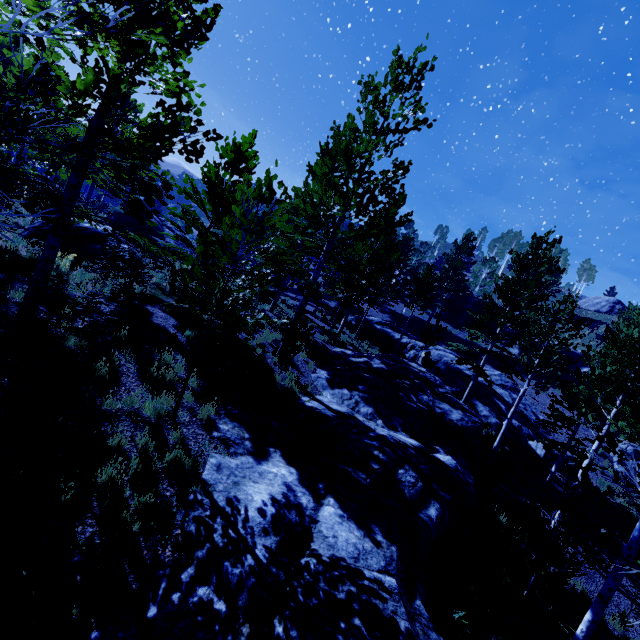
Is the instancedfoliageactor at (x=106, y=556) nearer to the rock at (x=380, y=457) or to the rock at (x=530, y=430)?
the rock at (x=380, y=457)

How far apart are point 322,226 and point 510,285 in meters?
11.8

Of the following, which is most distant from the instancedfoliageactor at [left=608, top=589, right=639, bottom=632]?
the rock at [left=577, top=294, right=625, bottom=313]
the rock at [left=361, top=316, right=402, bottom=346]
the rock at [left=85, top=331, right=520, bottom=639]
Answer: the rock at [left=577, top=294, right=625, bottom=313]

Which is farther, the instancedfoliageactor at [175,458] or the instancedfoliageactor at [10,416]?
the instancedfoliageactor at [175,458]

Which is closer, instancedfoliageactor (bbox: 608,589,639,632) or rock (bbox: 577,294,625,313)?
instancedfoliageactor (bbox: 608,589,639,632)

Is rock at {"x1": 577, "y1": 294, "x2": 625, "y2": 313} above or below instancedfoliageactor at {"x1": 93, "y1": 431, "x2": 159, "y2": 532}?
above

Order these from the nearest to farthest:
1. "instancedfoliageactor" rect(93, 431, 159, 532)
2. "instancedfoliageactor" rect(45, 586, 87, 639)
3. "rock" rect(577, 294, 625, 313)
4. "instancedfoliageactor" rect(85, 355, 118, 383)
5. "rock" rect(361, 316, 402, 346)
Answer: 1. "instancedfoliageactor" rect(45, 586, 87, 639)
2. "instancedfoliageactor" rect(93, 431, 159, 532)
3. "instancedfoliageactor" rect(85, 355, 118, 383)
4. "rock" rect(361, 316, 402, 346)
5. "rock" rect(577, 294, 625, 313)

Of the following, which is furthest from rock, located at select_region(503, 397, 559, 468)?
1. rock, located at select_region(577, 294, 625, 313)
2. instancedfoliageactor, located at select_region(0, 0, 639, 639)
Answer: rock, located at select_region(577, 294, 625, 313)
